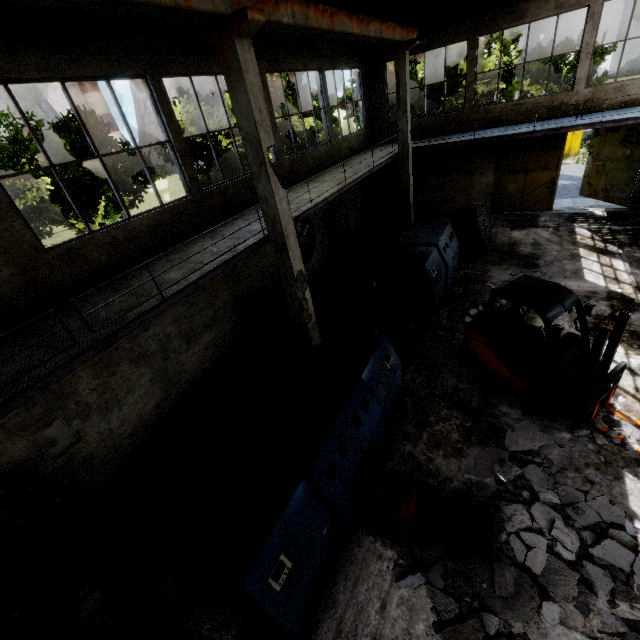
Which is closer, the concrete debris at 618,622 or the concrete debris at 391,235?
the concrete debris at 618,622

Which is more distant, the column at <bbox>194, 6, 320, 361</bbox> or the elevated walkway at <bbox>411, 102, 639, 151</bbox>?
the elevated walkway at <bbox>411, 102, 639, 151</bbox>

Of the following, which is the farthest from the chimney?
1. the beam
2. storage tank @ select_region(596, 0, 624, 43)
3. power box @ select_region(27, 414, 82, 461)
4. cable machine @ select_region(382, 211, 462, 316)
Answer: storage tank @ select_region(596, 0, 624, 43)

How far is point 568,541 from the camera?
4.8m

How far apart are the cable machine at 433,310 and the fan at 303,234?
3.81m

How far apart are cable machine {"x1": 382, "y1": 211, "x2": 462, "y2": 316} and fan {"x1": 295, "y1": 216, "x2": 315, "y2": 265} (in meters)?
3.81

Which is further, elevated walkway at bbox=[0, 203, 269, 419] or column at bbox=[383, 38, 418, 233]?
column at bbox=[383, 38, 418, 233]

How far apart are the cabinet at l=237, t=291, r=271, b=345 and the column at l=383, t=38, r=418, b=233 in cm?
915
